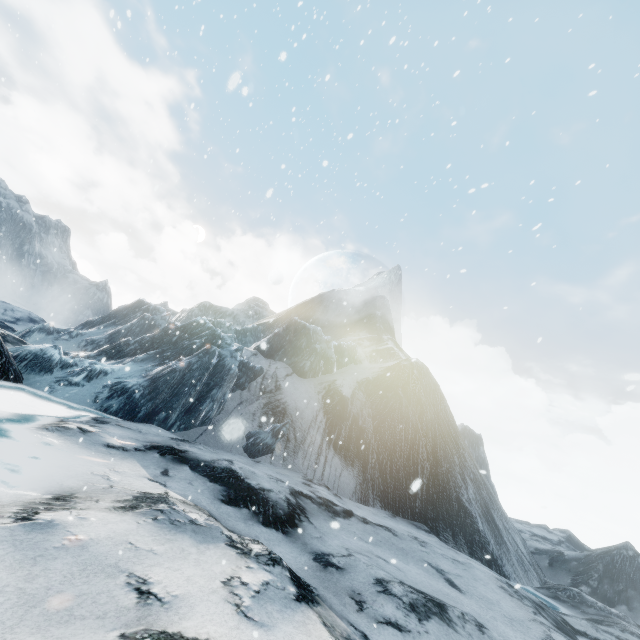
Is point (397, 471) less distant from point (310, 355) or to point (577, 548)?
point (310, 355)
